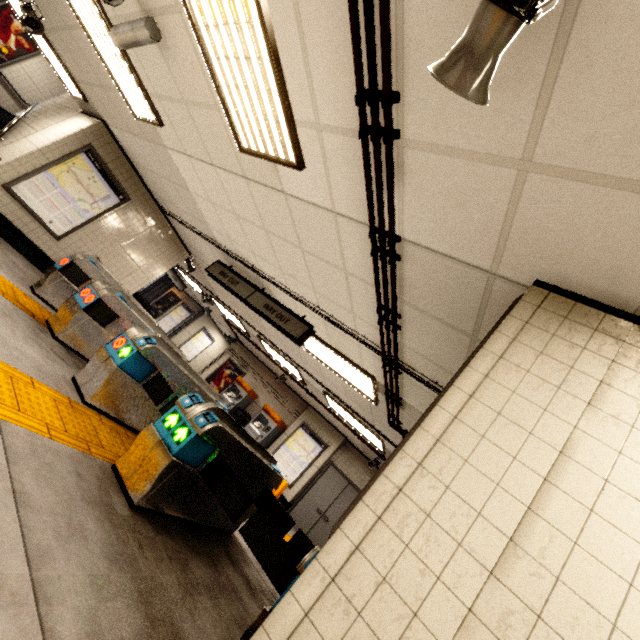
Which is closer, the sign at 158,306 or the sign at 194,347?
the sign at 194,347

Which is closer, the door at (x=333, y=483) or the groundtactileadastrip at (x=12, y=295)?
the groundtactileadastrip at (x=12, y=295)

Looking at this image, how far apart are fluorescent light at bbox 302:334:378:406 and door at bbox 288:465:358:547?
5.44m

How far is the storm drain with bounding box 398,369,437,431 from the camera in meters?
4.1

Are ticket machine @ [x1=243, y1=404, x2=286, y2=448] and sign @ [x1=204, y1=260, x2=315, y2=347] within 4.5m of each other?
no

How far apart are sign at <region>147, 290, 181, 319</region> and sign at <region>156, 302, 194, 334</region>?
0.18m

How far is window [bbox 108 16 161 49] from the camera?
3.0m

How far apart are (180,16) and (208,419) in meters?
3.6
